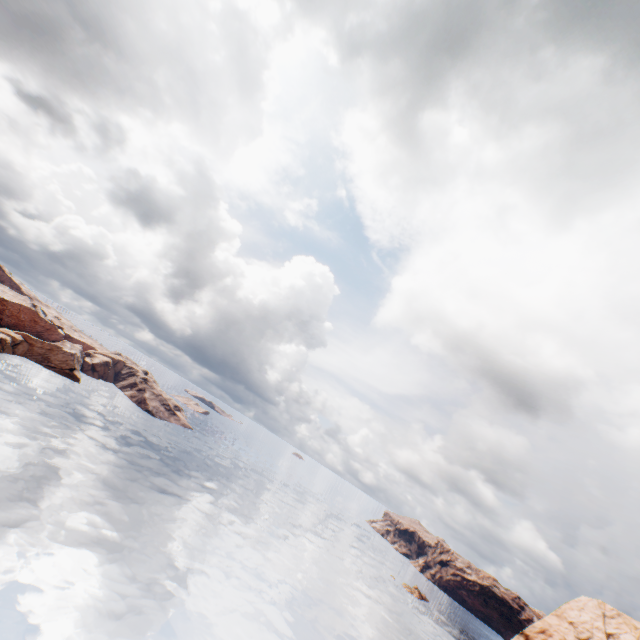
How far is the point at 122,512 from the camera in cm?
4906
